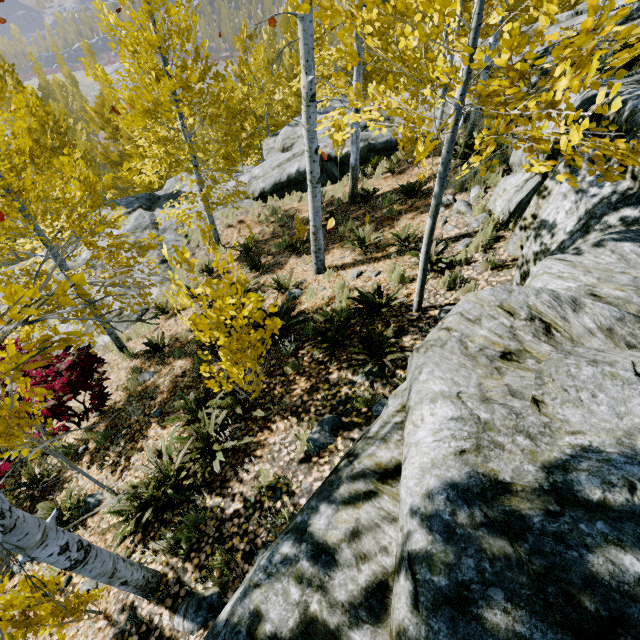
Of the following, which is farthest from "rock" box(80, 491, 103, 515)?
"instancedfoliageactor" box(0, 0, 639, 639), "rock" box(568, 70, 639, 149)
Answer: "rock" box(568, 70, 639, 149)

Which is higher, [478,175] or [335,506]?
[335,506]

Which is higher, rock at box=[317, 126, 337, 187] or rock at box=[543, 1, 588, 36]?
rock at box=[543, 1, 588, 36]

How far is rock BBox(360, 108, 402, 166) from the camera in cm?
1319

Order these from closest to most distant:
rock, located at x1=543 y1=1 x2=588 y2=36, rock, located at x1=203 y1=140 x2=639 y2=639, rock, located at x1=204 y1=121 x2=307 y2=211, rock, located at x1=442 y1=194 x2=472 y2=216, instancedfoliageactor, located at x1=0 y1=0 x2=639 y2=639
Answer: rock, located at x1=203 y1=140 x2=639 y2=639 → instancedfoliageactor, located at x1=0 y1=0 x2=639 y2=639 → rock, located at x1=442 y1=194 x2=472 y2=216 → rock, located at x1=543 y1=1 x2=588 y2=36 → rock, located at x1=204 y1=121 x2=307 y2=211

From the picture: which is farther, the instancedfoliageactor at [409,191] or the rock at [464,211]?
the instancedfoliageactor at [409,191]

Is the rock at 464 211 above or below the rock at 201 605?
above

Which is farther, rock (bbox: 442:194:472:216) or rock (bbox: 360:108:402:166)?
rock (bbox: 360:108:402:166)
